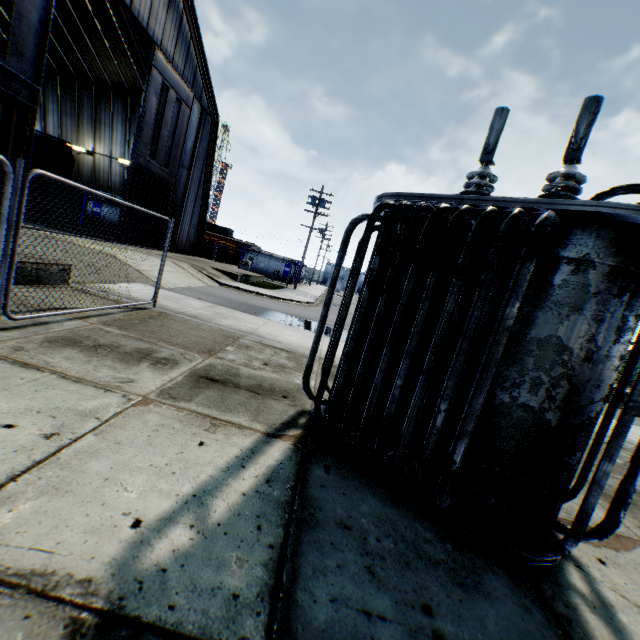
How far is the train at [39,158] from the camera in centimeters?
1661cm

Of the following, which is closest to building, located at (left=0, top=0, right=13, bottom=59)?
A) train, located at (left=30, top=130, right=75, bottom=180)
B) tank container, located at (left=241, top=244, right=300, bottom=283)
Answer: train, located at (left=30, top=130, right=75, bottom=180)

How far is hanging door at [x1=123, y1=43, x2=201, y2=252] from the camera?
17.28m

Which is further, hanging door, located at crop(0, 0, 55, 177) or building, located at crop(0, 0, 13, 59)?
building, located at crop(0, 0, 13, 59)

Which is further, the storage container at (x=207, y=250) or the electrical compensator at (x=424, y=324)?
the storage container at (x=207, y=250)

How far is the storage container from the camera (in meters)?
33.44

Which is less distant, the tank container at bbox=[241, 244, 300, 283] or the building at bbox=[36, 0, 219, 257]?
the building at bbox=[36, 0, 219, 257]

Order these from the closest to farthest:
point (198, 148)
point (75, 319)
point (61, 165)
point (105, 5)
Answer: point (75, 319) → point (61, 165) → point (105, 5) → point (198, 148)
